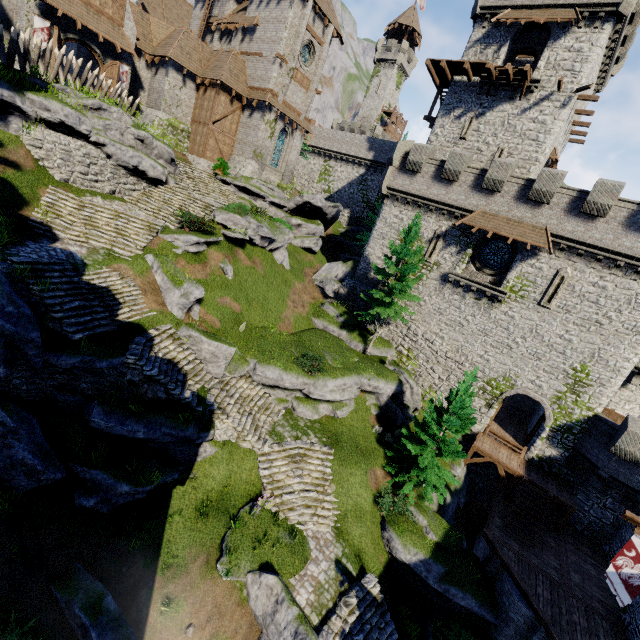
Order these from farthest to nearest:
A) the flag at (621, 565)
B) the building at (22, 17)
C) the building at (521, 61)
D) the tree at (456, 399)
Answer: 1. the building at (521, 61)
2. the building at (22, 17)
3. the tree at (456, 399)
4. the flag at (621, 565)

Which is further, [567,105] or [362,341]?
[362,341]

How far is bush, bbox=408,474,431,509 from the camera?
17.67m

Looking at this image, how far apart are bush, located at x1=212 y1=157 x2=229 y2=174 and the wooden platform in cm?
2354

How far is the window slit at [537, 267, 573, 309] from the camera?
20.4 meters

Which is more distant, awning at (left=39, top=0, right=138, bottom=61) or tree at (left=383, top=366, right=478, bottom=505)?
awning at (left=39, top=0, right=138, bottom=61)

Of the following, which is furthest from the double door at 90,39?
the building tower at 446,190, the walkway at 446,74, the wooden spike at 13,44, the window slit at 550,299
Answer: the window slit at 550,299

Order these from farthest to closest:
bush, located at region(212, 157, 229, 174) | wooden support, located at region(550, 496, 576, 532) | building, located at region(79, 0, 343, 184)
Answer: bush, located at region(212, 157, 229, 174) < building, located at region(79, 0, 343, 184) < wooden support, located at region(550, 496, 576, 532)
